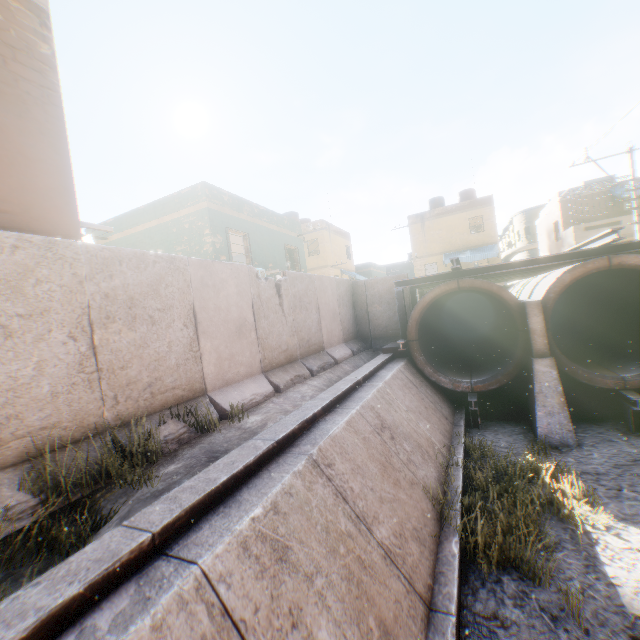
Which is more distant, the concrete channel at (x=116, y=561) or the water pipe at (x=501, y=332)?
the water pipe at (x=501, y=332)

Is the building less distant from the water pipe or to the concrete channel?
the concrete channel

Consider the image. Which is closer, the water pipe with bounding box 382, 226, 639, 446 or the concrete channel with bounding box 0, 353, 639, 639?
the concrete channel with bounding box 0, 353, 639, 639

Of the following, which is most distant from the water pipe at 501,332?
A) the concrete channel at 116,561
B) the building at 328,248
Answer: the building at 328,248

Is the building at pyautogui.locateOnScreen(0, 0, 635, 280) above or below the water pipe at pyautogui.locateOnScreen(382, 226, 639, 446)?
above

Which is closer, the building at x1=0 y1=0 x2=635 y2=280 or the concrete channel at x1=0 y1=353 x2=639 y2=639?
the concrete channel at x1=0 y1=353 x2=639 y2=639

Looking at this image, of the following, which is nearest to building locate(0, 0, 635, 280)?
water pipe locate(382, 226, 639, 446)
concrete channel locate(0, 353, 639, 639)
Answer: concrete channel locate(0, 353, 639, 639)

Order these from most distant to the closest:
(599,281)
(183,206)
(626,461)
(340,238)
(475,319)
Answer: (340,238)
(475,319)
(599,281)
(183,206)
(626,461)
